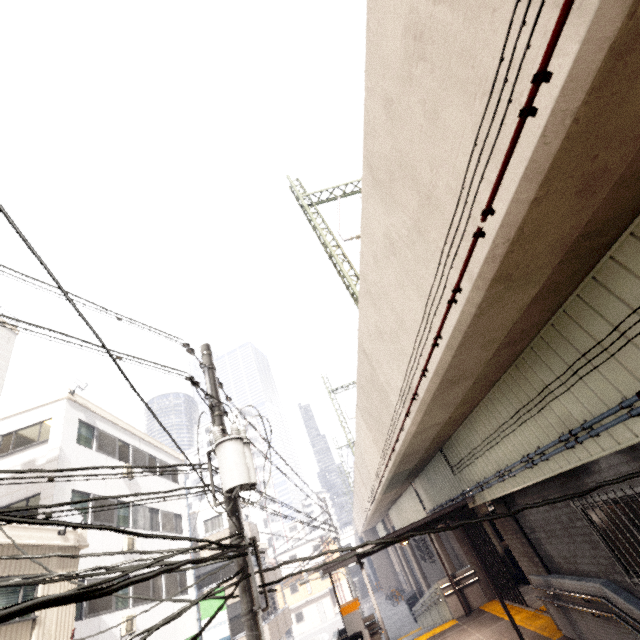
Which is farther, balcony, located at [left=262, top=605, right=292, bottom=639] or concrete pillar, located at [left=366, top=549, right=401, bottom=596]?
concrete pillar, located at [left=366, top=549, right=401, bottom=596]

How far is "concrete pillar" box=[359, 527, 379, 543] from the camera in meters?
40.0

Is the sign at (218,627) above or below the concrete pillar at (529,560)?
above

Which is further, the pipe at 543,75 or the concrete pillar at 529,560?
the concrete pillar at 529,560

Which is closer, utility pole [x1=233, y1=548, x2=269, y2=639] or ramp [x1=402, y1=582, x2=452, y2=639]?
utility pole [x1=233, y1=548, x2=269, y2=639]

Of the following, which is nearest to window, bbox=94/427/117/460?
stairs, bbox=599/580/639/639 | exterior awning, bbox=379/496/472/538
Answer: exterior awning, bbox=379/496/472/538

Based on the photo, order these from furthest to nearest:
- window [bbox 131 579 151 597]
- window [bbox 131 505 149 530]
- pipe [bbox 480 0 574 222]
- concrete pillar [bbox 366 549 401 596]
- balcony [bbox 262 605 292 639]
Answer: concrete pillar [bbox 366 549 401 596], balcony [bbox 262 605 292 639], window [bbox 131 505 149 530], window [bbox 131 579 151 597], pipe [bbox 480 0 574 222]

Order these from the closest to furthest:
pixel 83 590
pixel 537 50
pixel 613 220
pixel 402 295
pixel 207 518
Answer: pixel 83 590 → pixel 537 50 → pixel 613 220 → pixel 402 295 → pixel 207 518
